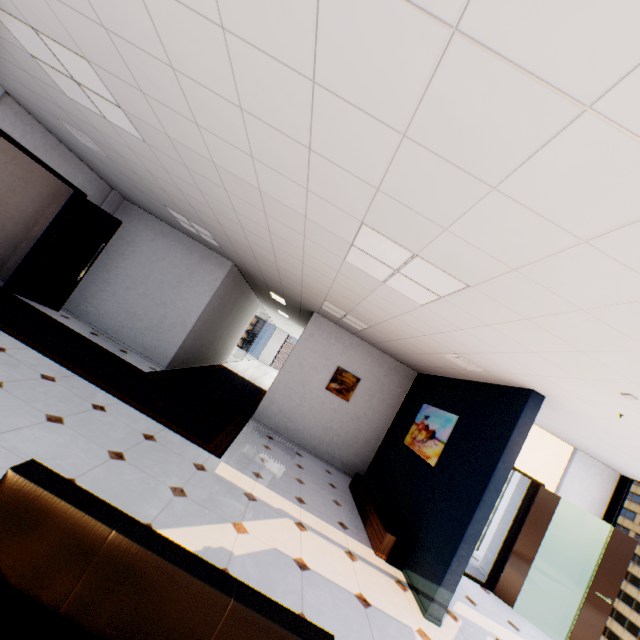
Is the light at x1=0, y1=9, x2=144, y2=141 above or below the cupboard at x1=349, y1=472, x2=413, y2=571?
above

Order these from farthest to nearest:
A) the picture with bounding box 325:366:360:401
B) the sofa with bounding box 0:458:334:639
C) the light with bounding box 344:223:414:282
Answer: the picture with bounding box 325:366:360:401 < the light with bounding box 344:223:414:282 < the sofa with bounding box 0:458:334:639

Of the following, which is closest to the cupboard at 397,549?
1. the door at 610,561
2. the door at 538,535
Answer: the door at 538,535

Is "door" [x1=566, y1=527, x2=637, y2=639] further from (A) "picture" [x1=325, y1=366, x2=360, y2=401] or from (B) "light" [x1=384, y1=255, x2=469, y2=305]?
(B) "light" [x1=384, y1=255, x2=469, y2=305]

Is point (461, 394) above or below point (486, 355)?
below

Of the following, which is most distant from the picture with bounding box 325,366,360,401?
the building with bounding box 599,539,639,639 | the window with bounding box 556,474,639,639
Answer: the building with bounding box 599,539,639,639

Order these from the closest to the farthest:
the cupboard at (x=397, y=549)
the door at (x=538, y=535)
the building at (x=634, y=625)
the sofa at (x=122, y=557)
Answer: the sofa at (x=122, y=557), the cupboard at (x=397, y=549), the door at (x=538, y=535), the building at (x=634, y=625)

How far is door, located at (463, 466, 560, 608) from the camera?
5.6m
